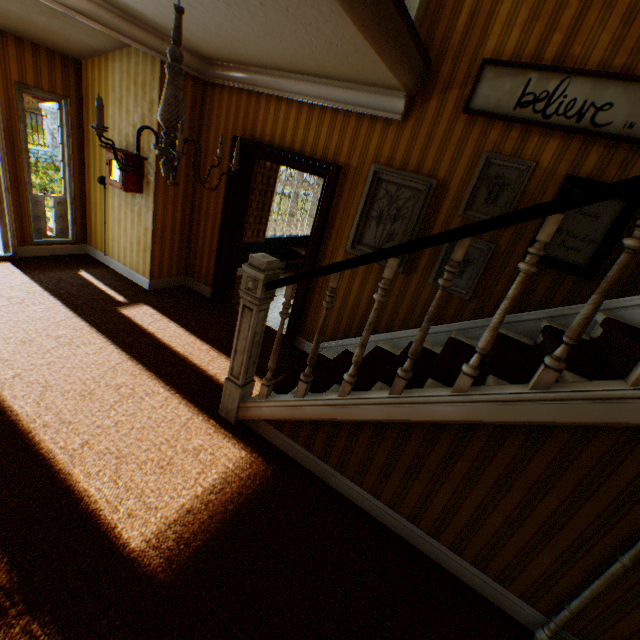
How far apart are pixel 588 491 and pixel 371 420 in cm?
127

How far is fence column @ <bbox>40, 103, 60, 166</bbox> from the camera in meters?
13.7

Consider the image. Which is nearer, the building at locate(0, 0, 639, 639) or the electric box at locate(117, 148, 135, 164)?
the building at locate(0, 0, 639, 639)

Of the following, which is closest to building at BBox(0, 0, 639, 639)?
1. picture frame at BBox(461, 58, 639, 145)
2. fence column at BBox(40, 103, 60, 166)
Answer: picture frame at BBox(461, 58, 639, 145)

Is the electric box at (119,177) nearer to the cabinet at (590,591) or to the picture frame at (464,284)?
the picture frame at (464,284)

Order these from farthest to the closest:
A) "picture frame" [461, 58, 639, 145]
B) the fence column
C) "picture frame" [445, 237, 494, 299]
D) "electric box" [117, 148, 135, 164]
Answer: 1. the fence column
2. "electric box" [117, 148, 135, 164]
3. "picture frame" [445, 237, 494, 299]
4. "picture frame" [461, 58, 639, 145]

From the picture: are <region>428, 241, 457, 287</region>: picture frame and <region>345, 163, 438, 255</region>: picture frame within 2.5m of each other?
yes

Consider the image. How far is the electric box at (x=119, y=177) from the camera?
4.24m
